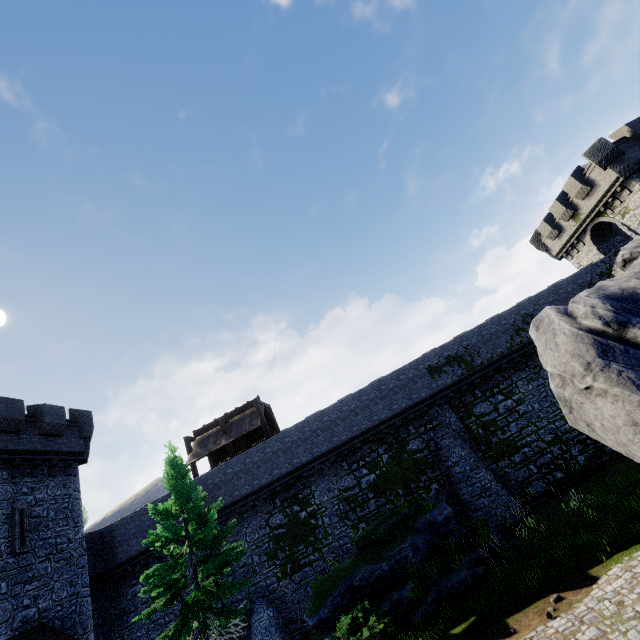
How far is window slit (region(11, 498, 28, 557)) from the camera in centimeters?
1506cm

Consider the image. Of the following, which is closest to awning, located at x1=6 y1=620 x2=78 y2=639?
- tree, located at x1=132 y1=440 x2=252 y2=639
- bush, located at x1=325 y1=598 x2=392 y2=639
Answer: tree, located at x1=132 y1=440 x2=252 y2=639

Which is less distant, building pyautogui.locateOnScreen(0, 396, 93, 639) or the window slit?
building pyautogui.locateOnScreen(0, 396, 93, 639)

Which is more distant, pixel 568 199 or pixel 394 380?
pixel 568 199

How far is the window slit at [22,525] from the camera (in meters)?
15.06

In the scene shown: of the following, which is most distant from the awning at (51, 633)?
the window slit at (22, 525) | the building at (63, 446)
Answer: the window slit at (22, 525)

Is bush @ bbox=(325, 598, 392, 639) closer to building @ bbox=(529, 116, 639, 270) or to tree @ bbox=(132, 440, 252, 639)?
tree @ bbox=(132, 440, 252, 639)

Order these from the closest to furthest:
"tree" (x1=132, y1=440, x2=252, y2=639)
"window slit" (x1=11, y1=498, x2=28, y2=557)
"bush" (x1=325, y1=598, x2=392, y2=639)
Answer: "bush" (x1=325, y1=598, x2=392, y2=639) < "tree" (x1=132, y1=440, x2=252, y2=639) < "window slit" (x1=11, y1=498, x2=28, y2=557)
